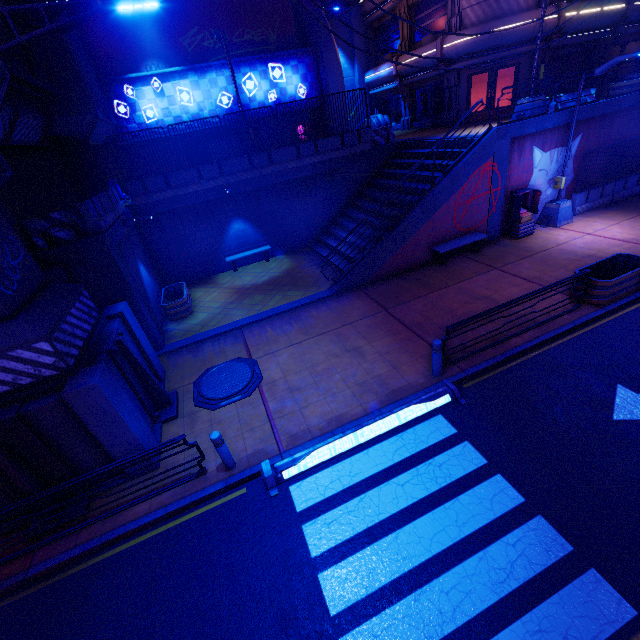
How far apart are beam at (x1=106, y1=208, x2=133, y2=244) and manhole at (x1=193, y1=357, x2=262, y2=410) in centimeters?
491cm

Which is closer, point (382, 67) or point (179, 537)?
point (179, 537)

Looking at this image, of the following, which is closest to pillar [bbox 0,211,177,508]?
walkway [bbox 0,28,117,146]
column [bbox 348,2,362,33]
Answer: walkway [bbox 0,28,117,146]

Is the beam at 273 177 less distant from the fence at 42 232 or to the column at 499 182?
the fence at 42 232

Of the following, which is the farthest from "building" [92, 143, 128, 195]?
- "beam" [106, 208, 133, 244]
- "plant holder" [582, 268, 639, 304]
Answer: "plant holder" [582, 268, 639, 304]

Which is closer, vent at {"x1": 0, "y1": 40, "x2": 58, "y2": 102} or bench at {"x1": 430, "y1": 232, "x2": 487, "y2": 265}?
vent at {"x1": 0, "y1": 40, "x2": 58, "y2": 102}

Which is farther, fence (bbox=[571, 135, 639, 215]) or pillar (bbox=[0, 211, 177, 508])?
fence (bbox=[571, 135, 639, 215])

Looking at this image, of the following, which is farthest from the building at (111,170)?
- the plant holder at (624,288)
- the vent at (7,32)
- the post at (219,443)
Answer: the plant holder at (624,288)
